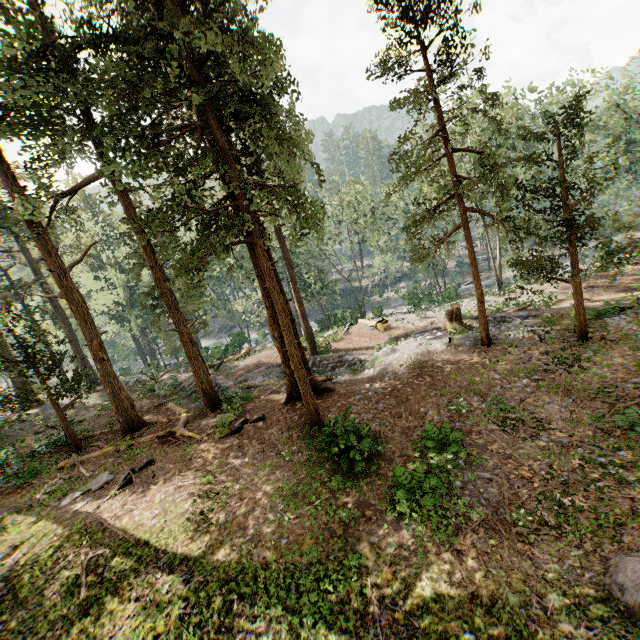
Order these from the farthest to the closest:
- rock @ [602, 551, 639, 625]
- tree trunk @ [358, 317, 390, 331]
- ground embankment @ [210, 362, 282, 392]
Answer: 1. tree trunk @ [358, 317, 390, 331]
2. ground embankment @ [210, 362, 282, 392]
3. rock @ [602, 551, 639, 625]

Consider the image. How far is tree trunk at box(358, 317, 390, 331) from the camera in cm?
2986

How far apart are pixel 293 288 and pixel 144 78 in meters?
19.3 m

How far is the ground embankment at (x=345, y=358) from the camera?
20.41m

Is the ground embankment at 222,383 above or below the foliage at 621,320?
below

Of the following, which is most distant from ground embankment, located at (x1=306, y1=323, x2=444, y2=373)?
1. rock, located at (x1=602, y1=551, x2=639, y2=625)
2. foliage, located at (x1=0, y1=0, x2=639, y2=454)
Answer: rock, located at (x1=602, y1=551, x2=639, y2=625)

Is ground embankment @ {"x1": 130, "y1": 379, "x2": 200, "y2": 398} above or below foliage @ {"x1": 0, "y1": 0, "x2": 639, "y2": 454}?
below

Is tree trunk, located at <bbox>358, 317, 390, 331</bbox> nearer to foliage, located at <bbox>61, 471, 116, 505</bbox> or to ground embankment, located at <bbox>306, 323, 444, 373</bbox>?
foliage, located at <bbox>61, 471, 116, 505</bbox>
